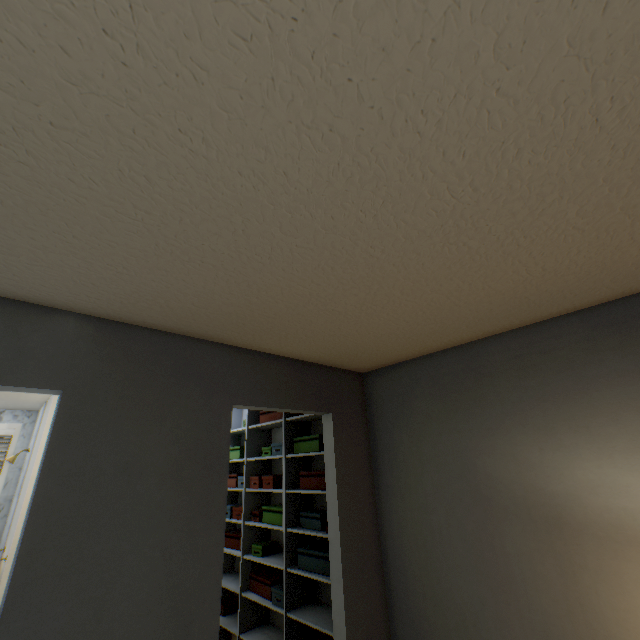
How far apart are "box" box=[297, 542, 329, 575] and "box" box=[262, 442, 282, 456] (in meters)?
0.81

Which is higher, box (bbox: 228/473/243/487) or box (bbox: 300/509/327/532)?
box (bbox: 228/473/243/487)

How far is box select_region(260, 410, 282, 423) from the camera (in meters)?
3.43

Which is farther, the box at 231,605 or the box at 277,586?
the box at 231,605

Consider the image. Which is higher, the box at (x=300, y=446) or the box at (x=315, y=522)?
the box at (x=300, y=446)

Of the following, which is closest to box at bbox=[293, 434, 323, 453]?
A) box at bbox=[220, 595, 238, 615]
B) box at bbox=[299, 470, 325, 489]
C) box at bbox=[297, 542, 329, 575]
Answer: box at bbox=[299, 470, 325, 489]

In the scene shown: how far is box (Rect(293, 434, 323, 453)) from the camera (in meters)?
2.87

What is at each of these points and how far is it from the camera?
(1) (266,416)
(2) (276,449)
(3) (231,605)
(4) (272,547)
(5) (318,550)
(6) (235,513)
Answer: (1) box, 3.59m
(2) box, 3.26m
(3) box, 3.44m
(4) box, 3.22m
(5) box, 2.64m
(6) box, 3.54m
